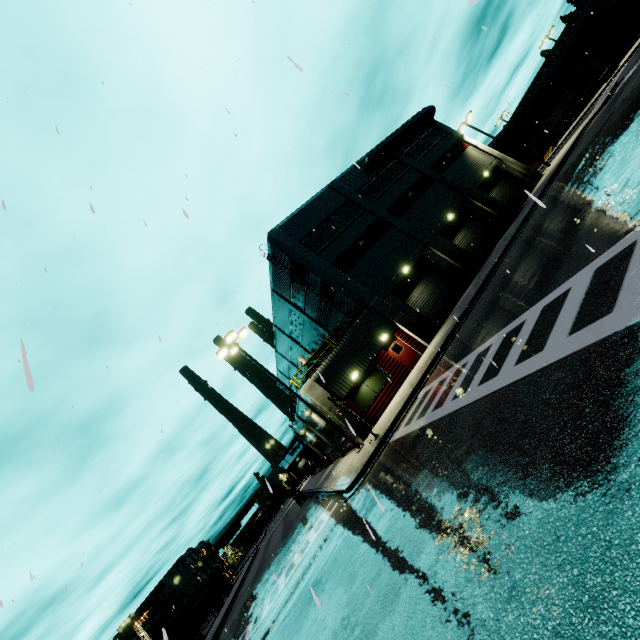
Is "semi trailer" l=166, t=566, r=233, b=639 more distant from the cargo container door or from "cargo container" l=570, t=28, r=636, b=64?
the cargo container door

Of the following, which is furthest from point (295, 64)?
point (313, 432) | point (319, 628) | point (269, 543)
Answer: point (269, 543)

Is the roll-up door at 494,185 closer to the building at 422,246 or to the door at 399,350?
the building at 422,246

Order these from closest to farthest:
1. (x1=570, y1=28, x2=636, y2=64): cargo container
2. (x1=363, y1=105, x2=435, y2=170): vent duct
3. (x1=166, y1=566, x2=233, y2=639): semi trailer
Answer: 1. (x1=363, y1=105, x2=435, y2=170): vent duct
2. (x1=166, y1=566, x2=233, y2=639): semi trailer
3. (x1=570, y1=28, x2=636, y2=64): cargo container

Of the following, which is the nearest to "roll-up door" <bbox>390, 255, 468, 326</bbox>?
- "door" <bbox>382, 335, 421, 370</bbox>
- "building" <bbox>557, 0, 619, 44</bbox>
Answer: "building" <bbox>557, 0, 619, 44</bbox>

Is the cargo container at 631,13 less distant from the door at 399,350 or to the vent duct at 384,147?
the vent duct at 384,147

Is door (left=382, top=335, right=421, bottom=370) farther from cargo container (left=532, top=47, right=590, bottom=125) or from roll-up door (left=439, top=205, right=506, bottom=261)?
cargo container (left=532, top=47, right=590, bottom=125)

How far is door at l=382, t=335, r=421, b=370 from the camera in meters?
21.6
